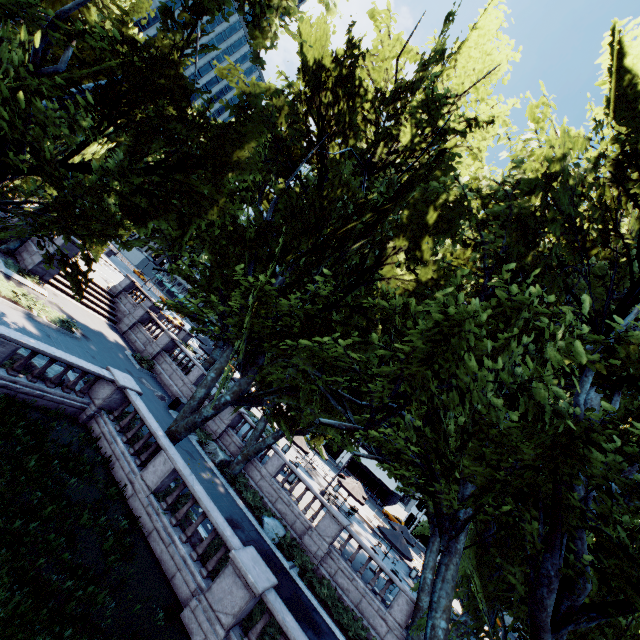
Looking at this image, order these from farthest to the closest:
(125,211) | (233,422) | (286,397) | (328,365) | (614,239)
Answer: (233,422), (286,397), (125,211), (614,239), (328,365)

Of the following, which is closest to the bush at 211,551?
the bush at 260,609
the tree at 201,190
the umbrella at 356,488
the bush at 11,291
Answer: the bush at 260,609

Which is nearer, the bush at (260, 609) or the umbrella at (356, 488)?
the bush at (260, 609)

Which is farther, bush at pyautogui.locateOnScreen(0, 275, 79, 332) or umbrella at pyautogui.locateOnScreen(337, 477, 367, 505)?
umbrella at pyautogui.locateOnScreen(337, 477, 367, 505)

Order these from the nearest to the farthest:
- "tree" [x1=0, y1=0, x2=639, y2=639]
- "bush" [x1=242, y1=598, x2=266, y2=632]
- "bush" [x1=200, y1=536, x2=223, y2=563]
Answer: "tree" [x1=0, y1=0, x2=639, y2=639] → "bush" [x1=242, y1=598, x2=266, y2=632] → "bush" [x1=200, y1=536, x2=223, y2=563]

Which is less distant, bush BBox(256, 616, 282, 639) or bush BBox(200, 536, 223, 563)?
bush BBox(256, 616, 282, 639)

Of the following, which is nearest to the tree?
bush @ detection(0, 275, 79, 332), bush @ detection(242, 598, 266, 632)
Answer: bush @ detection(242, 598, 266, 632)

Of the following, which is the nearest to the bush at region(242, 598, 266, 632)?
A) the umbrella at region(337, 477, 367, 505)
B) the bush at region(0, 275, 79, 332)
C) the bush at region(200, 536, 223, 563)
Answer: the bush at region(200, 536, 223, 563)
